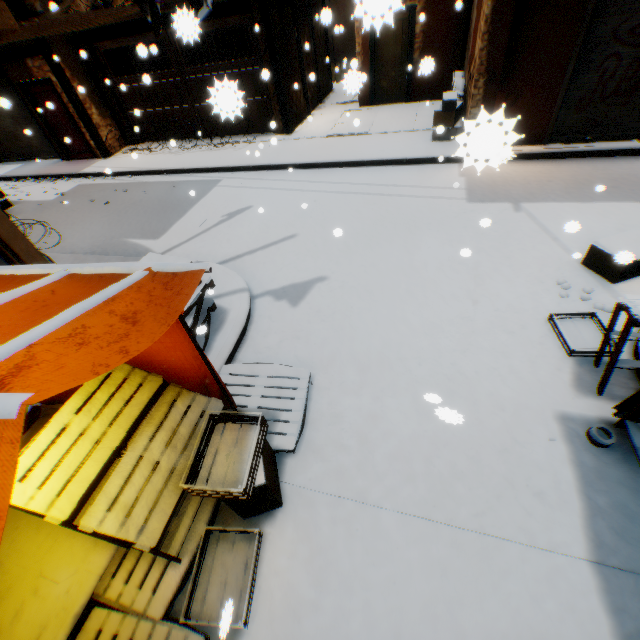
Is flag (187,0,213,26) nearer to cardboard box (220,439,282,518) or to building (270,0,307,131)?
building (270,0,307,131)

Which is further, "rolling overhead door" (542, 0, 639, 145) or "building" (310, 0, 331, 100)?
"building" (310, 0, 331, 100)

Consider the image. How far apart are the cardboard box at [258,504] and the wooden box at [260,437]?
0.02m

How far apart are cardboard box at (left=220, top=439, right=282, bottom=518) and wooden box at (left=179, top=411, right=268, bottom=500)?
0.02m

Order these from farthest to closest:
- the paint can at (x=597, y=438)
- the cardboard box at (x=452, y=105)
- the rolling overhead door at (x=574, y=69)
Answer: the cardboard box at (x=452, y=105) → the rolling overhead door at (x=574, y=69) → the paint can at (x=597, y=438)

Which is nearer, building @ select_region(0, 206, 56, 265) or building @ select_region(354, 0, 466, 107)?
building @ select_region(354, 0, 466, 107)

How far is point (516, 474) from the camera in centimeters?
300cm

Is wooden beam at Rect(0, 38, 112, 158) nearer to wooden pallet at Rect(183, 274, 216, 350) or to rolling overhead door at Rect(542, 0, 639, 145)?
rolling overhead door at Rect(542, 0, 639, 145)
